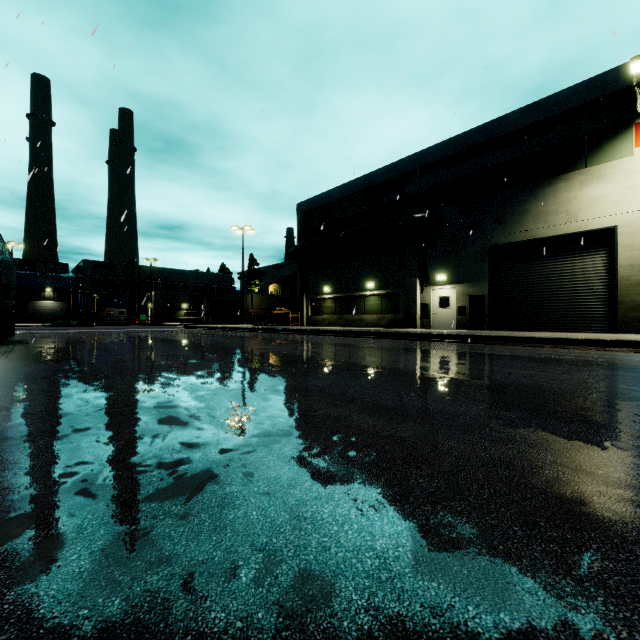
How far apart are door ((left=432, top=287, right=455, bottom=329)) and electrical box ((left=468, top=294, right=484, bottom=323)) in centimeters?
5cm

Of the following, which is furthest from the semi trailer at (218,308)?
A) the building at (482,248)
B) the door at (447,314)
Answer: the door at (447,314)

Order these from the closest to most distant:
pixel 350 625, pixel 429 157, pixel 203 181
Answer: pixel 350 625 → pixel 203 181 → pixel 429 157

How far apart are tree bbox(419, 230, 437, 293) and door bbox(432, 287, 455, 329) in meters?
0.1 m

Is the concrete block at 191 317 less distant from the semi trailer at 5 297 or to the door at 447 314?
the semi trailer at 5 297

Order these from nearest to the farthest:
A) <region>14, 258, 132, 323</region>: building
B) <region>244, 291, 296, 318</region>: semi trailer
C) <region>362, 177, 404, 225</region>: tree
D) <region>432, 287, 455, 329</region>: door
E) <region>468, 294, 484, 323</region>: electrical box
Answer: <region>468, 294, 484, 323</region>: electrical box, <region>432, 287, 455, 329</region>: door, <region>362, 177, 404, 225</region>: tree, <region>244, 291, 296, 318</region>: semi trailer, <region>14, 258, 132, 323</region>: building

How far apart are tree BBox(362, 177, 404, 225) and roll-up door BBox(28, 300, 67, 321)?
55.5 meters

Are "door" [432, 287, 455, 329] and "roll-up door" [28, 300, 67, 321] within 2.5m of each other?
no
